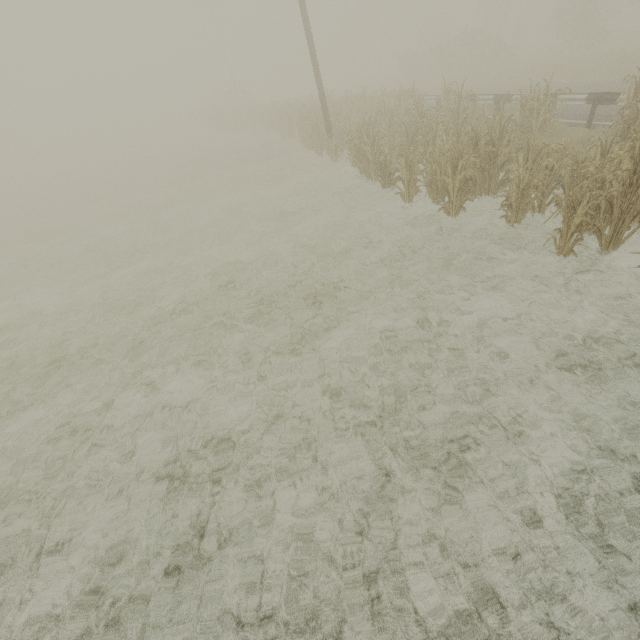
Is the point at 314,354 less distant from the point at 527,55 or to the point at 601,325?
the point at 601,325

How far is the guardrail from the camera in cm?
954

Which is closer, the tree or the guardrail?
the tree

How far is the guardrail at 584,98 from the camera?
9.5m

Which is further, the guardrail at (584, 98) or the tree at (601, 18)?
the guardrail at (584, 98)
